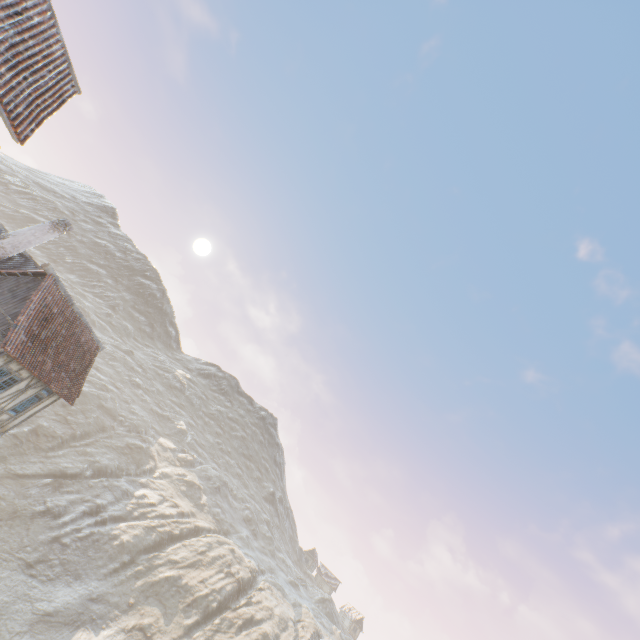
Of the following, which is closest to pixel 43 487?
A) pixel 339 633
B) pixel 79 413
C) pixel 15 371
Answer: pixel 79 413

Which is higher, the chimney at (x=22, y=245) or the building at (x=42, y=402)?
the chimney at (x=22, y=245)

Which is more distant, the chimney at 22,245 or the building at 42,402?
the chimney at 22,245

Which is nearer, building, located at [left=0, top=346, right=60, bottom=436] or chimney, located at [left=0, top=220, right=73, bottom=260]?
building, located at [left=0, top=346, right=60, bottom=436]

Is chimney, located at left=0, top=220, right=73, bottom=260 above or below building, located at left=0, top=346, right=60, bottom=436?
above
